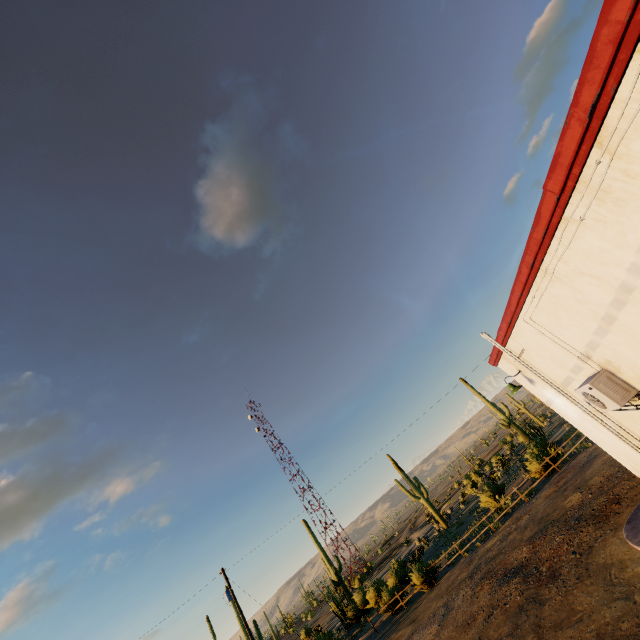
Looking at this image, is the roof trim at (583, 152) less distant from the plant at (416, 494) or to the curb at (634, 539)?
the curb at (634, 539)

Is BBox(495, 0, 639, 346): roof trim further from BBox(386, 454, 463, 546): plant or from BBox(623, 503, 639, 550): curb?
BBox(386, 454, 463, 546): plant

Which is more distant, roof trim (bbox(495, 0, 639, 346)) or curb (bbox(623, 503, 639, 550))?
curb (bbox(623, 503, 639, 550))

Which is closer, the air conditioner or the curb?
the air conditioner

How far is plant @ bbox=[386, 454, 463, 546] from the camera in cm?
3066

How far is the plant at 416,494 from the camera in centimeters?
3066cm

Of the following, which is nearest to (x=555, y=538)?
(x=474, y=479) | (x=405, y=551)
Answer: (x=474, y=479)

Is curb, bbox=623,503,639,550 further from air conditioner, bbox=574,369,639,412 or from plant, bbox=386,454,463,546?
plant, bbox=386,454,463,546
